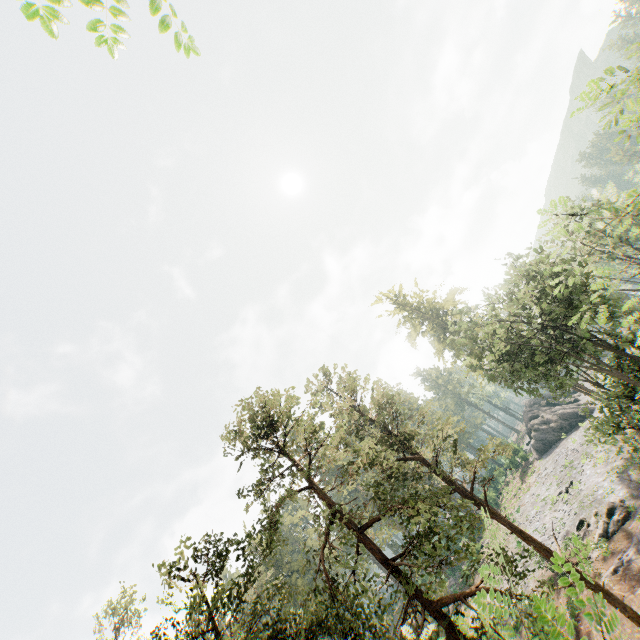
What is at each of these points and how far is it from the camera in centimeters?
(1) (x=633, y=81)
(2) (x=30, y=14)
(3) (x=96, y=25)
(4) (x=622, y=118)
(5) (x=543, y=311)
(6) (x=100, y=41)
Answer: (1) foliage, 705cm
(2) foliage, 112cm
(3) foliage, 129cm
(4) foliage, 907cm
(5) foliage, 2031cm
(6) foliage, 132cm

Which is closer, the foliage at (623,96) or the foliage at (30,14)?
the foliage at (30,14)

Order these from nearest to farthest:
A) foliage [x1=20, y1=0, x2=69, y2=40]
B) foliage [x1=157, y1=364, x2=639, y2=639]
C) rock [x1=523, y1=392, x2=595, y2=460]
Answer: foliage [x1=20, y1=0, x2=69, y2=40], foliage [x1=157, y1=364, x2=639, y2=639], rock [x1=523, y1=392, x2=595, y2=460]

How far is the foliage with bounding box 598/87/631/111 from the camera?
7.27m

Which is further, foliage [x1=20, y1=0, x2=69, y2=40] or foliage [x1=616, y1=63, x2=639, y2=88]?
foliage [x1=616, y1=63, x2=639, y2=88]

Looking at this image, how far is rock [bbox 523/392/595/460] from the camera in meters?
47.0 m

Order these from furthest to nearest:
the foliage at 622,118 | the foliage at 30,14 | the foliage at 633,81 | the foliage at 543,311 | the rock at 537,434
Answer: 1. the rock at 537,434
2. the foliage at 543,311
3. the foliage at 622,118
4. the foliage at 633,81
5. the foliage at 30,14
